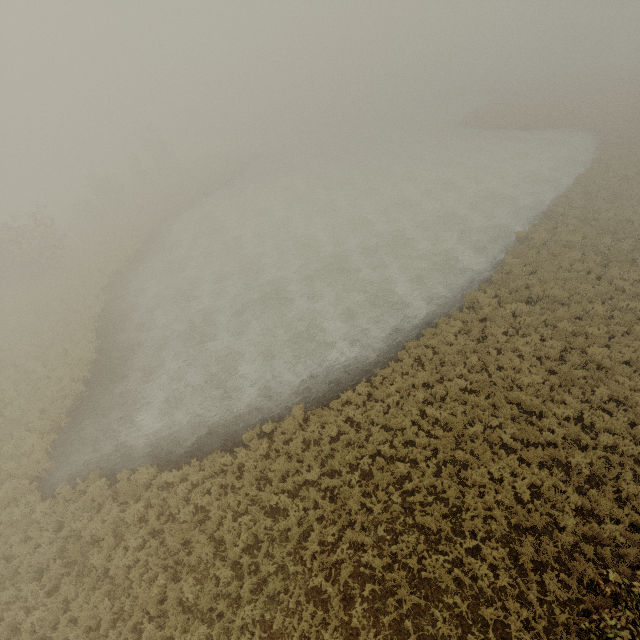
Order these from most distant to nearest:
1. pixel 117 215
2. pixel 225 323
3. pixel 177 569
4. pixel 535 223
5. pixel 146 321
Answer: pixel 117 215, pixel 535 223, pixel 146 321, pixel 225 323, pixel 177 569
